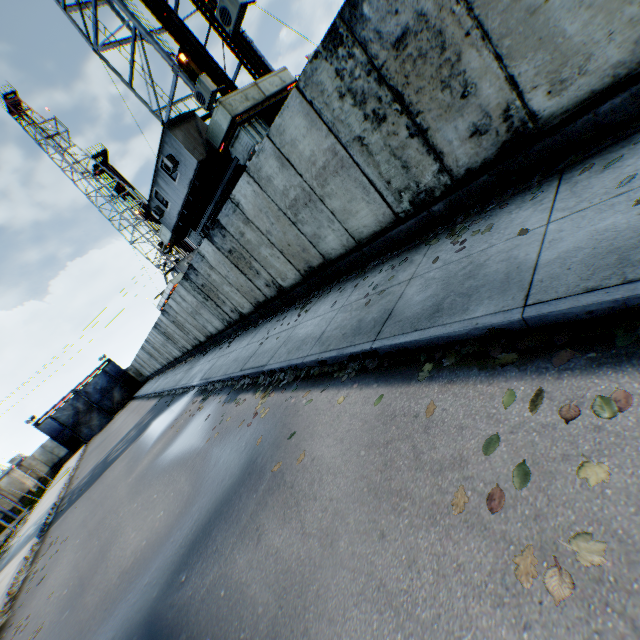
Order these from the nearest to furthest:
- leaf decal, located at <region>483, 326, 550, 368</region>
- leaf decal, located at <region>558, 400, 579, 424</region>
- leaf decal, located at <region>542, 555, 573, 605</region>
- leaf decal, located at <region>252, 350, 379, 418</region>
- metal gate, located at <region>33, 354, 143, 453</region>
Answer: leaf decal, located at <region>542, 555, 573, 605</region>, leaf decal, located at <region>558, 400, 579, 424</region>, leaf decal, located at <region>483, 326, 550, 368</region>, leaf decal, located at <region>252, 350, 379, 418</region>, metal gate, located at <region>33, 354, 143, 453</region>

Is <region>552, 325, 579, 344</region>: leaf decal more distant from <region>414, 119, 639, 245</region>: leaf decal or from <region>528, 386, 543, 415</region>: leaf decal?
<region>414, 119, 639, 245</region>: leaf decal

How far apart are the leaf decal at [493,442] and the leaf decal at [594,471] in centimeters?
53cm

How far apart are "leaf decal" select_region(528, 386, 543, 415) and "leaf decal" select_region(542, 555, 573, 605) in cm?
82

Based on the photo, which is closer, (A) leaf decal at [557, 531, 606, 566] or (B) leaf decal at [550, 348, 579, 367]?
(A) leaf decal at [557, 531, 606, 566]

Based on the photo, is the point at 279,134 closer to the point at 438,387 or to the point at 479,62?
the point at 479,62

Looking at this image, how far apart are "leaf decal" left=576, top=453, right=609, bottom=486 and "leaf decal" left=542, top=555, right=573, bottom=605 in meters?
0.3

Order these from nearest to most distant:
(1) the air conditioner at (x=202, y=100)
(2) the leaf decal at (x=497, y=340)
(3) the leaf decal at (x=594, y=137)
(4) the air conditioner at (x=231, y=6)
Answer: (2) the leaf decal at (x=497, y=340) → (3) the leaf decal at (x=594, y=137) → (4) the air conditioner at (x=231, y=6) → (1) the air conditioner at (x=202, y=100)
